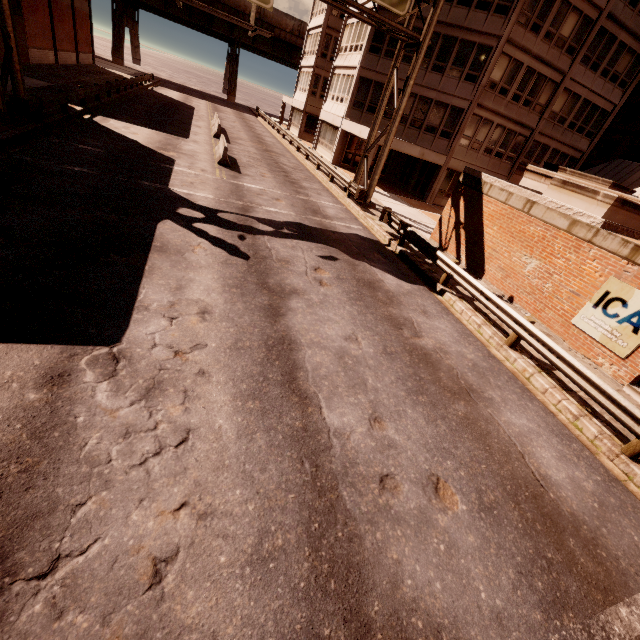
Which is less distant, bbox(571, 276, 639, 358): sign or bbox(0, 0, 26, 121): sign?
bbox(571, 276, 639, 358): sign

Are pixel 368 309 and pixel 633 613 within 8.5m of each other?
yes

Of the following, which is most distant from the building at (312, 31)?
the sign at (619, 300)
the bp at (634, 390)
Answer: the bp at (634, 390)

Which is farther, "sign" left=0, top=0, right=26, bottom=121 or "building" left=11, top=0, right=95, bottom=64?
"building" left=11, top=0, right=95, bottom=64

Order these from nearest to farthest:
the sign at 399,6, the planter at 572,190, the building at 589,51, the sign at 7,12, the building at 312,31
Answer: the planter at 572,190 < the sign at 7,12 < the sign at 399,6 < the building at 589,51 < the building at 312,31

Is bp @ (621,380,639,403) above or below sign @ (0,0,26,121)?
below

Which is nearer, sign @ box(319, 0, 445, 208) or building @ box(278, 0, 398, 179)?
sign @ box(319, 0, 445, 208)

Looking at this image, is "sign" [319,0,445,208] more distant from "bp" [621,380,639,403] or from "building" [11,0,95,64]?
"bp" [621,380,639,403]
